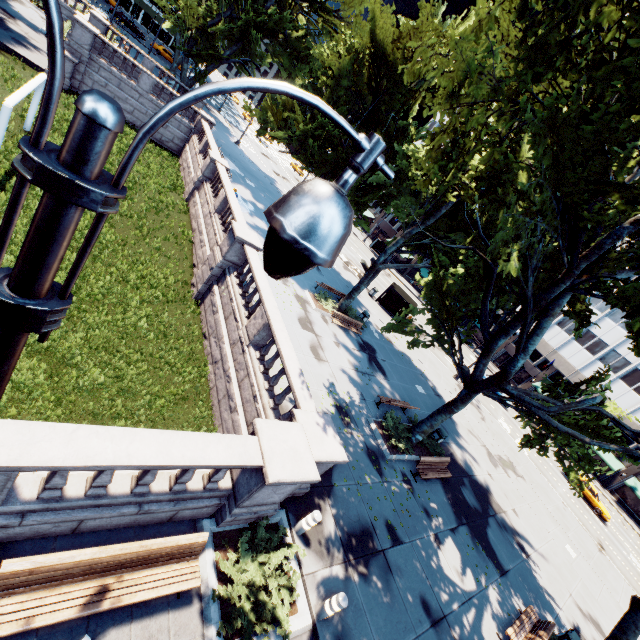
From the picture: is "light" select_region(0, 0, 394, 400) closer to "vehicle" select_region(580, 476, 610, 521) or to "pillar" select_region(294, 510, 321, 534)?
"pillar" select_region(294, 510, 321, 534)

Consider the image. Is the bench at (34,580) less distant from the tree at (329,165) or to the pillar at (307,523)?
the pillar at (307,523)

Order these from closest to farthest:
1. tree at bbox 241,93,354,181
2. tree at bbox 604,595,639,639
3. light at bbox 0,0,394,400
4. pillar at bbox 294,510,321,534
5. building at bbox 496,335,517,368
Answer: light at bbox 0,0,394,400
pillar at bbox 294,510,321,534
tree at bbox 604,595,639,639
tree at bbox 241,93,354,181
building at bbox 496,335,517,368

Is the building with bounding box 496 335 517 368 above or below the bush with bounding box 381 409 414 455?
above

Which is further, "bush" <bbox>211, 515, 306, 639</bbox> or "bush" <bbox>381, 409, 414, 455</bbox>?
"bush" <bbox>381, 409, 414, 455</bbox>

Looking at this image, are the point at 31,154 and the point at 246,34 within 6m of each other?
no

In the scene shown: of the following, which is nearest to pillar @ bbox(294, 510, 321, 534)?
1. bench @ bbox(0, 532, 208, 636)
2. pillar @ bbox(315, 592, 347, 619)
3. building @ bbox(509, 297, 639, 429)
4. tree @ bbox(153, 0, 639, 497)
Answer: pillar @ bbox(315, 592, 347, 619)

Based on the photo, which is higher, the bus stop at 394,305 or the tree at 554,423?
the tree at 554,423
